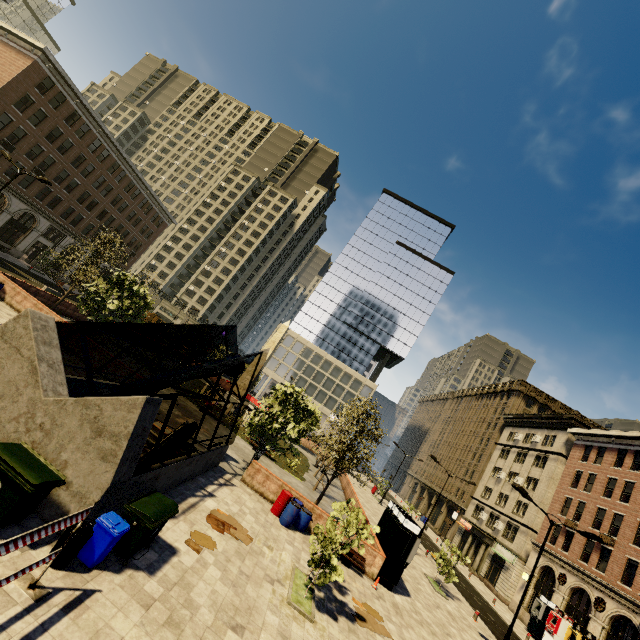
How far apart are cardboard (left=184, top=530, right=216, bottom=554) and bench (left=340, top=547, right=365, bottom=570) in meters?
7.8

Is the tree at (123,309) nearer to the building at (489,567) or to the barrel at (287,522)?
the barrel at (287,522)

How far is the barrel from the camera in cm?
1541

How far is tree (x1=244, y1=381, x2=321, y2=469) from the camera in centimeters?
1781cm

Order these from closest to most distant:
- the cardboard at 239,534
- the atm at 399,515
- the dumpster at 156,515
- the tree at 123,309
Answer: the dumpster at 156,515 → the cardboard at 239,534 → the atm at 399,515 → the tree at 123,309

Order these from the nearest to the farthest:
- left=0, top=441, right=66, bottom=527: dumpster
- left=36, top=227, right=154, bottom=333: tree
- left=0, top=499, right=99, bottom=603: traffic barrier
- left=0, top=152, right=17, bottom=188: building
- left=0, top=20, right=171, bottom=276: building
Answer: left=0, top=499, right=99, bottom=603: traffic barrier
left=0, top=441, right=66, bottom=527: dumpster
left=36, top=227, right=154, bottom=333: tree
left=0, top=20, right=171, bottom=276: building
left=0, top=152, right=17, bottom=188: building

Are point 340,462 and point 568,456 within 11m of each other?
no
